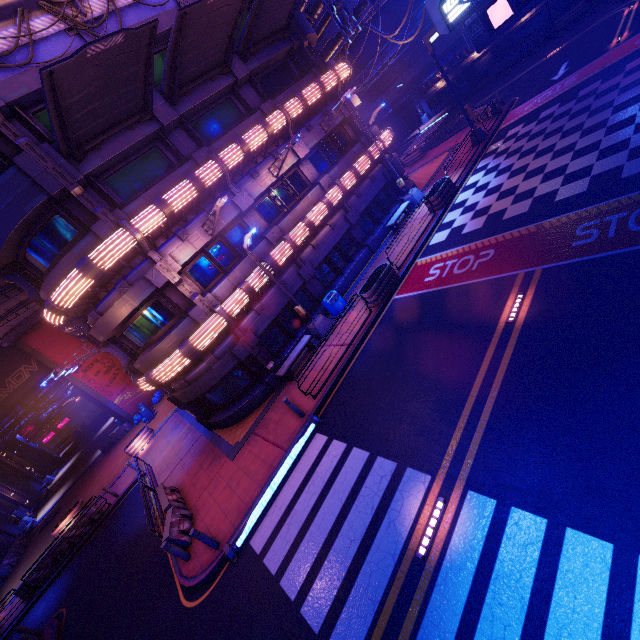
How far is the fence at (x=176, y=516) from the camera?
11.2m

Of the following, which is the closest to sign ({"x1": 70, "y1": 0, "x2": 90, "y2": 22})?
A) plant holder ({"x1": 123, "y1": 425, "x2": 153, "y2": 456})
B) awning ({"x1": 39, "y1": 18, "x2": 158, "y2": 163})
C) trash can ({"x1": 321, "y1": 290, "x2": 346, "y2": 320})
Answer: awning ({"x1": 39, "y1": 18, "x2": 158, "y2": 163})

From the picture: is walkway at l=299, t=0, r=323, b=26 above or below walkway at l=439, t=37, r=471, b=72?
above

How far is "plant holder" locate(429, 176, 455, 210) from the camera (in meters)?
17.72

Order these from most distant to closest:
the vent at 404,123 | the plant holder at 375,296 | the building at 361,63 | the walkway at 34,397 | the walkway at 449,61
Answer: the vent at 404,123, the building at 361,63, the walkway at 449,61, the walkway at 34,397, the plant holder at 375,296

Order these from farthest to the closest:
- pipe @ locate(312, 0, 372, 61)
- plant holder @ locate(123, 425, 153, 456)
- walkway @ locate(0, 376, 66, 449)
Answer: walkway @ locate(0, 376, 66, 449) → plant holder @ locate(123, 425, 153, 456) → pipe @ locate(312, 0, 372, 61)

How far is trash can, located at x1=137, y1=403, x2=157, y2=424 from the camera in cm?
2884

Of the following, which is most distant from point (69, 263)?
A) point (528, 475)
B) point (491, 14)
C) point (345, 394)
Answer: point (528, 475)
